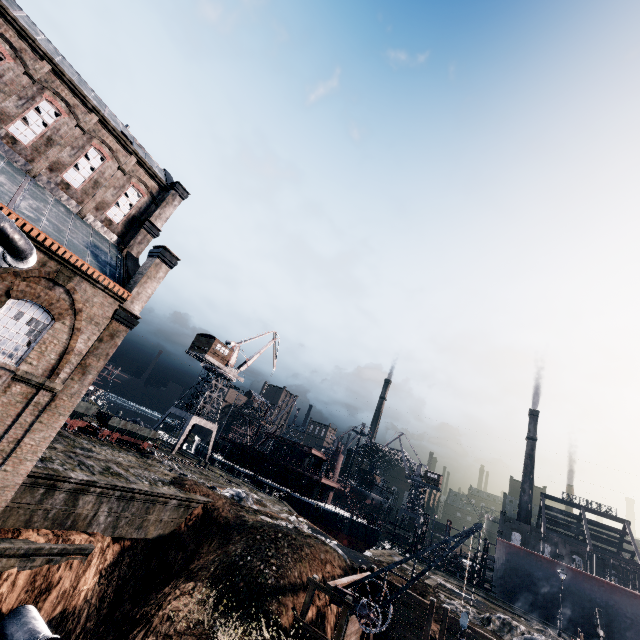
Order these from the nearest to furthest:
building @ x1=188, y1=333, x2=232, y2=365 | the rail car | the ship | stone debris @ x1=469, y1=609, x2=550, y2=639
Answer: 1. stone debris @ x1=469, y1=609, x2=550, y2=639
2. the rail car
3. the ship
4. building @ x1=188, y1=333, x2=232, y2=365

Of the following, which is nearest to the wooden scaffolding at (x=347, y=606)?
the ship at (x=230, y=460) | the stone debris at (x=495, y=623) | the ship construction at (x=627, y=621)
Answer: the stone debris at (x=495, y=623)

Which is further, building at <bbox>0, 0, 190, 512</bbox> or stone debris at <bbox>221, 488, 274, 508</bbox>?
stone debris at <bbox>221, 488, 274, 508</bbox>

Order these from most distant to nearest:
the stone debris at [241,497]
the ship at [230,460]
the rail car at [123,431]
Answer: the ship at [230,460] < the rail car at [123,431] < the stone debris at [241,497]

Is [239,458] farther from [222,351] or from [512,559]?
[512,559]

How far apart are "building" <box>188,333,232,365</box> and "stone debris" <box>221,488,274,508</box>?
23.26m

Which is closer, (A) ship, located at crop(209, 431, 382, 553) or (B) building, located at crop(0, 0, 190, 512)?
(B) building, located at crop(0, 0, 190, 512)

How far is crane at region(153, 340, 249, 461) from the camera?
48.4 meters
